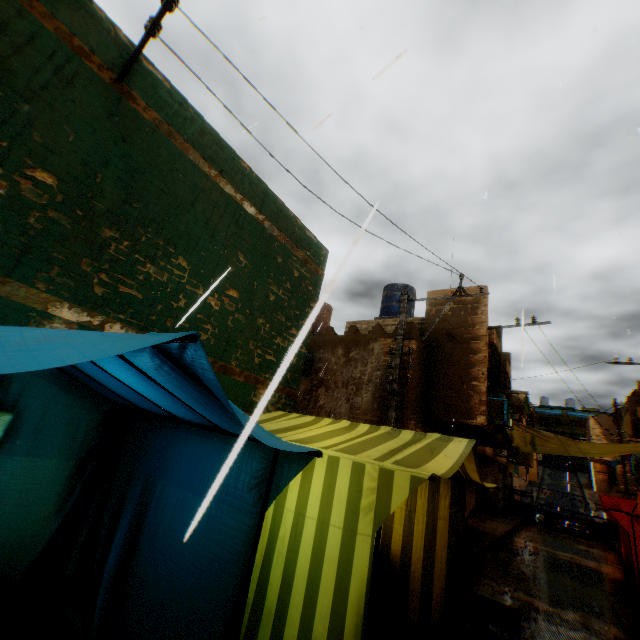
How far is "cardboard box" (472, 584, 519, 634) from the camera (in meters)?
5.67

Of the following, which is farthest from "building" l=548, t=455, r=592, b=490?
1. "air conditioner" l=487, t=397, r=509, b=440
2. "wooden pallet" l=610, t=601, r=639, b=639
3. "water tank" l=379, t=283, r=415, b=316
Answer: "water tank" l=379, t=283, r=415, b=316

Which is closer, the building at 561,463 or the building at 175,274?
the building at 175,274

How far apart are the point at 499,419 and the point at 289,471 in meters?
10.5 m

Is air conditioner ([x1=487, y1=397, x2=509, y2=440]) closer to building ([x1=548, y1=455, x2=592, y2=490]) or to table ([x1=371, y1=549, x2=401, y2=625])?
building ([x1=548, y1=455, x2=592, y2=490])

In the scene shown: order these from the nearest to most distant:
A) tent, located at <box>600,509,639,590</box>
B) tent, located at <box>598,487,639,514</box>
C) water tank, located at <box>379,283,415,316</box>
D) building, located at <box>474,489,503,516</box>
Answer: tent, located at <box>598,487,639,514</box>
tent, located at <box>600,509,639,590</box>
water tank, located at <box>379,283,415,316</box>
building, located at <box>474,489,503,516</box>

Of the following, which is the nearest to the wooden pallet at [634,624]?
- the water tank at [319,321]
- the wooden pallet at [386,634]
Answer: the wooden pallet at [386,634]

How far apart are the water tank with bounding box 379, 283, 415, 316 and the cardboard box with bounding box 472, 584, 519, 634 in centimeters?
995cm
